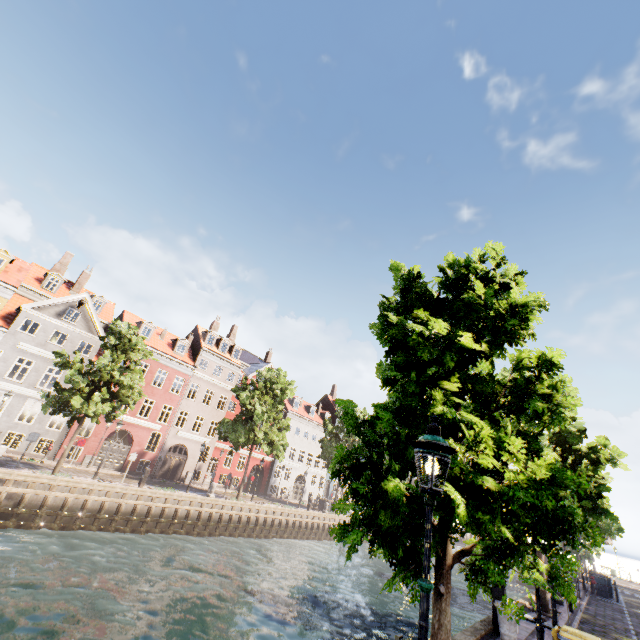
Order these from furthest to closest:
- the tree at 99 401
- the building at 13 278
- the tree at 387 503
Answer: the building at 13 278, the tree at 99 401, the tree at 387 503

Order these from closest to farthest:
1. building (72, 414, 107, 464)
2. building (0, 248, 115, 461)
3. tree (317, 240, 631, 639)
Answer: tree (317, 240, 631, 639) → building (0, 248, 115, 461) → building (72, 414, 107, 464)

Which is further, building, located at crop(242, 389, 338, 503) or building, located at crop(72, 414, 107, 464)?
building, located at crop(242, 389, 338, 503)

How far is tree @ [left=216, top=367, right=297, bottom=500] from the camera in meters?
27.5 m

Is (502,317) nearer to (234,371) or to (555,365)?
(555,365)

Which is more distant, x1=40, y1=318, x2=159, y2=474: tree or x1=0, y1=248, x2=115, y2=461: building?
x1=0, y1=248, x2=115, y2=461: building

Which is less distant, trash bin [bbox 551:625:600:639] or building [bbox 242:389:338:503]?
trash bin [bbox 551:625:600:639]

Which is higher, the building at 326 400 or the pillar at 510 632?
the building at 326 400
